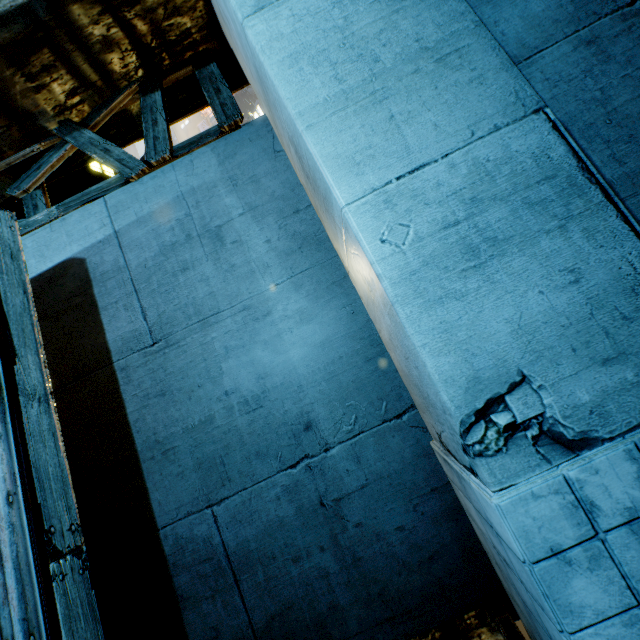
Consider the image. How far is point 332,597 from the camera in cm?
328
